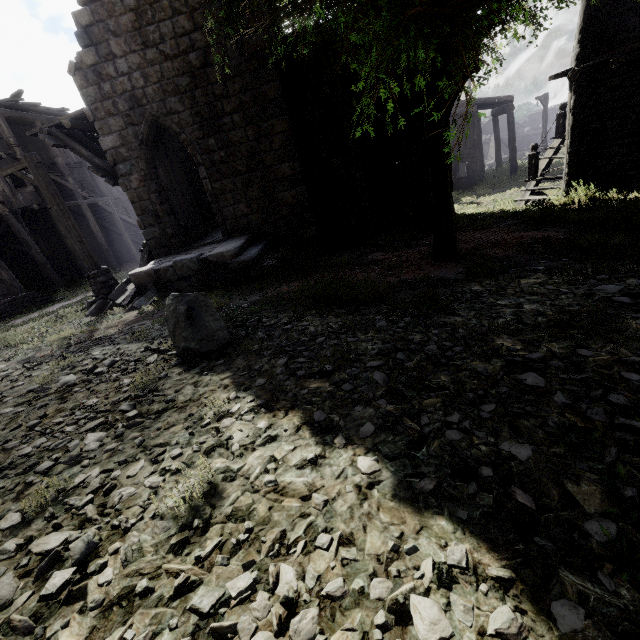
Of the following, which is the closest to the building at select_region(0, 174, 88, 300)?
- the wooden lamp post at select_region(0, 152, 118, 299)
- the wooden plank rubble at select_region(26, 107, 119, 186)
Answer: the wooden plank rubble at select_region(26, 107, 119, 186)

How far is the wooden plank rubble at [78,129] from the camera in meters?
10.3

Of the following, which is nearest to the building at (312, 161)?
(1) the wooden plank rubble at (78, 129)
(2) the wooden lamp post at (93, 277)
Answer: (1) the wooden plank rubble at (78, 129)

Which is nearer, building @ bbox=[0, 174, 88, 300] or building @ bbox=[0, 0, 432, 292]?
building @ bbox=[0, 0, 432, 292]

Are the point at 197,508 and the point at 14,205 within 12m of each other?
no

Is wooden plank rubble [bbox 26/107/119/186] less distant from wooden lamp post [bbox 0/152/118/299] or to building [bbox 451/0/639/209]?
building [bbox 451/0/639/209]

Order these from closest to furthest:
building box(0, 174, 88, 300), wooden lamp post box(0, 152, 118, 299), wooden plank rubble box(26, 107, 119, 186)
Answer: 1. wooden lamp post box(0, 152, 118, 299)
2. wooden plank rubble box(26, 107, 119, 186)
3. building box(0, 174, 88, 300)

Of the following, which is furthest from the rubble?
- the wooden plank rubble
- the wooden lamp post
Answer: the wooden plank rubble
